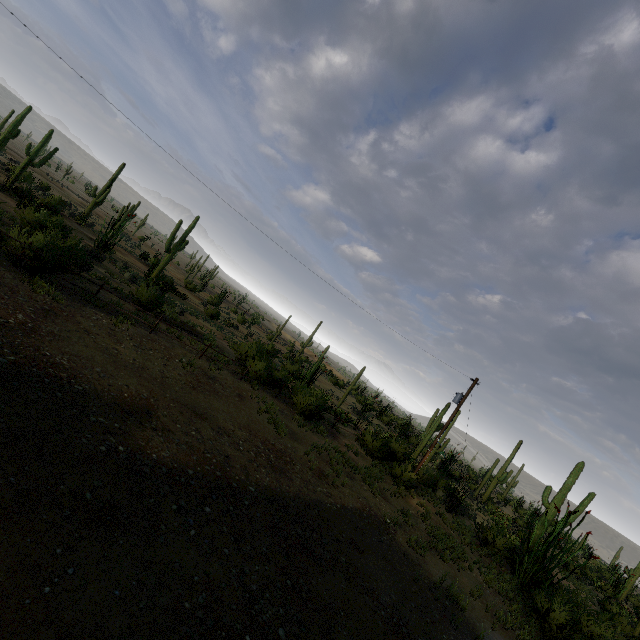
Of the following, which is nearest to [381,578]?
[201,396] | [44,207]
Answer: [201,396]

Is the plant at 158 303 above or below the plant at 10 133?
below

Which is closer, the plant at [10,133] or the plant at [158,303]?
the plant at [158,303]

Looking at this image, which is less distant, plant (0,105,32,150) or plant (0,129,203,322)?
plant (0,129,203,322)

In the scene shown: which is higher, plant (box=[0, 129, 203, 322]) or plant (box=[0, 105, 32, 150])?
plant (box=[0, 105, 32, 150])
